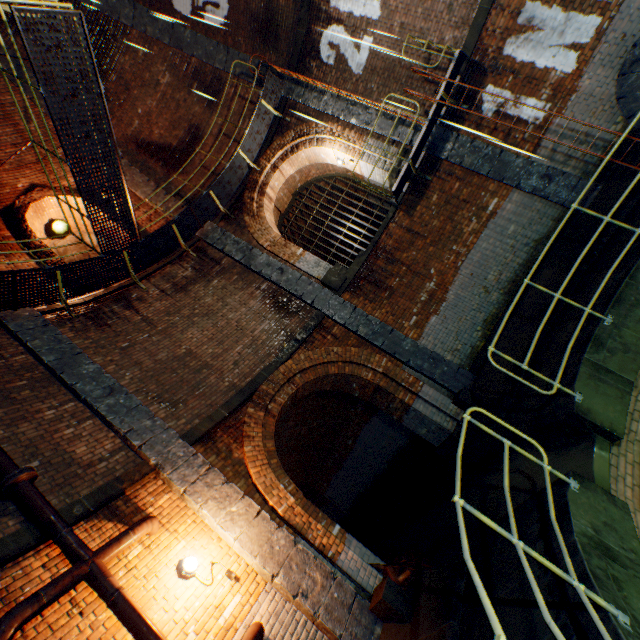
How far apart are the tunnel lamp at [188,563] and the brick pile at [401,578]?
2.3 meters

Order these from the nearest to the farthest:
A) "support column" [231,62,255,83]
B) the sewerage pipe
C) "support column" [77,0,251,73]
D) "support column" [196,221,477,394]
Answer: the sewerage pipe < "support column" [196,221,477,394] < "support column" [77,0,251,73] < "support column" [231,62,255,83]

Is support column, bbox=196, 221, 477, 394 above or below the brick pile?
above

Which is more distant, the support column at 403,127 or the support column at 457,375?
the support column at 403,127

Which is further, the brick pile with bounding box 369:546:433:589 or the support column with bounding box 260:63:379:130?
the support column with bounding box 260:63:379:130

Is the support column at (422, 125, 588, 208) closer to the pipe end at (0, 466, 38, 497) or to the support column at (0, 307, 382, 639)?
the pipe end at (0, 466, 38, 497)

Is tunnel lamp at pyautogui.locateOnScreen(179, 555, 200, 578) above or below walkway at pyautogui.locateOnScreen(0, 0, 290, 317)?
below

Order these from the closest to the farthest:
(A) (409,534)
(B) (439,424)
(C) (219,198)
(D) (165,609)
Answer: (D) (165,609)
(B) (439,424)
(A) (409,534)
(C) (219,198)
